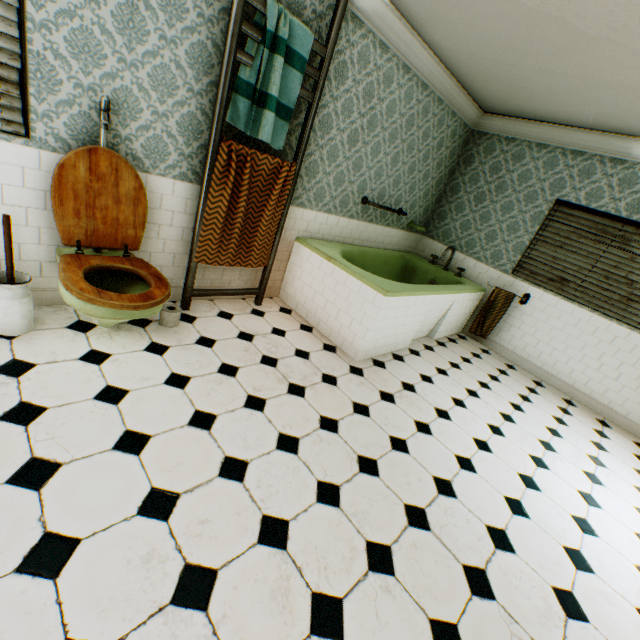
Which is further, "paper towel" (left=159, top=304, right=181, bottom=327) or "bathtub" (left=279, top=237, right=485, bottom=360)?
"bathtub" (left=279, top=237, right=485, bottom=360)

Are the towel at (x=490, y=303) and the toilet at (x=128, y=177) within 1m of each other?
no

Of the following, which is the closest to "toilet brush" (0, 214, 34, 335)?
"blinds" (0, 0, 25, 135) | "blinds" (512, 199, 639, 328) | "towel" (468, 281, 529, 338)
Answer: "blinds" (0, 0, 25, 135)

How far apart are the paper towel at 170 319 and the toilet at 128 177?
0.3 meters

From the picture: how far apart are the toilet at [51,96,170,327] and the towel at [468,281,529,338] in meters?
4.4 m

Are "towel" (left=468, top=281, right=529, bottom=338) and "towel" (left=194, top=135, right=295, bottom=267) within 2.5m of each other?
no

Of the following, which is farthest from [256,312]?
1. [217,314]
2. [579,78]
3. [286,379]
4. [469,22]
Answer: [579,78]

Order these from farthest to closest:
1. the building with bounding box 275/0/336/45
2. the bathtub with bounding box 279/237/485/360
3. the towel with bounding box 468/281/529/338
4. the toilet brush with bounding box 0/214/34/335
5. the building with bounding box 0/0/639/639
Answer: the towel with bounding box 468/281/529/338 < the bathtub with bounding box 279/237/485/360 < the building with bounding box 275/0/336/45 < the toilet brush with bounding box 0/214/34/335 < the building with bounding box 0/0/639/639
